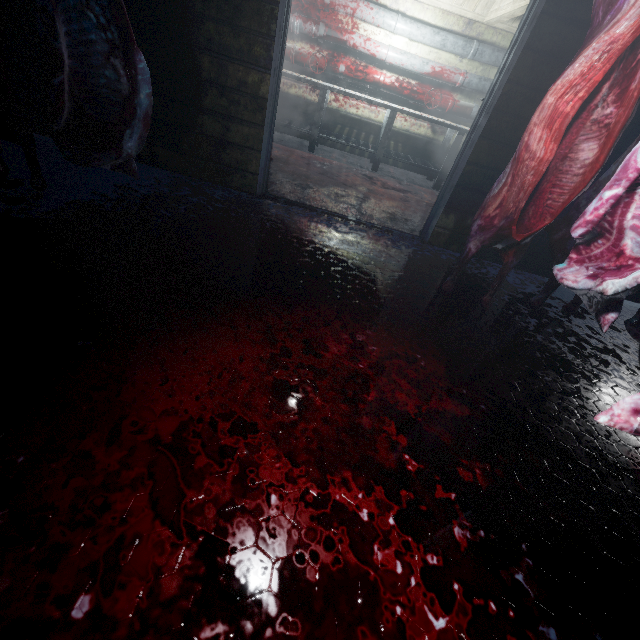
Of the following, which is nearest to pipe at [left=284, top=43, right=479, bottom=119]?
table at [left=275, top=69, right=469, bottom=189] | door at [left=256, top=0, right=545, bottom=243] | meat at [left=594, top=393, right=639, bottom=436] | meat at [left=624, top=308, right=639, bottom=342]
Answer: table at [left=275, top=69, right=469, bottom=189]

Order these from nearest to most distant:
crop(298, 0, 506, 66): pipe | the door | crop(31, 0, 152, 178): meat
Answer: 1. crop(31, 0, 152, 178): meat
2. the door
3. crop(298, 0, 506, 66): pipe

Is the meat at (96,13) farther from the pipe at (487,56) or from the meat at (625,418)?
the pipe at (487,56)

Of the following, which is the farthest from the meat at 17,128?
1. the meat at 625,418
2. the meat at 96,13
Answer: the meat at 625,418

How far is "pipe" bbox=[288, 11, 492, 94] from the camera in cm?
439

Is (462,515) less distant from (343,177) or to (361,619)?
(361,619)

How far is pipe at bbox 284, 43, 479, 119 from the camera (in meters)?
4.60

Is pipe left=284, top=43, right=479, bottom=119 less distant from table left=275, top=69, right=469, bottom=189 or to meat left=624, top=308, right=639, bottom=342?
table left=275, top=69, right=469, bottom=189
